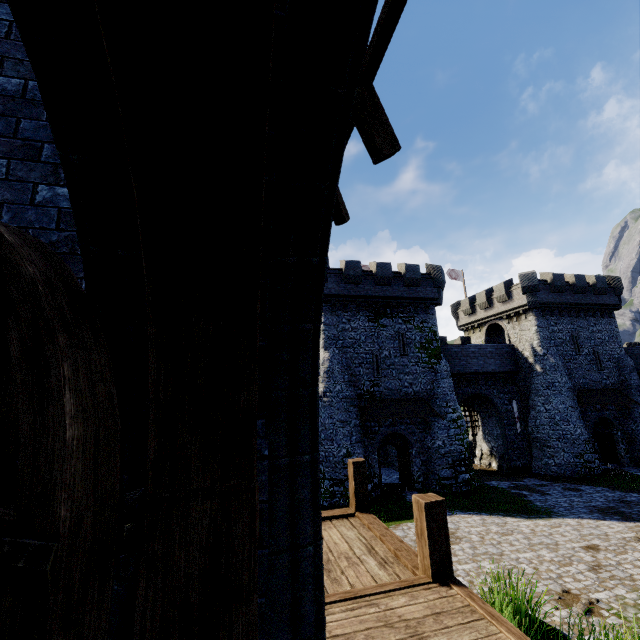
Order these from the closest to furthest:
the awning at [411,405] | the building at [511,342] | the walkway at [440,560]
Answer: the walkway at [440,560] < the awning at [411,405] < the building at [511,342]

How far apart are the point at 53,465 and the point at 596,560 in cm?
1807

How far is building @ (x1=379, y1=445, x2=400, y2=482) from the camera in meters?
26.4 m

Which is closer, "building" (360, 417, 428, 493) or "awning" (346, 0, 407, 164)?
"awning" (346, 0, 407, 164)

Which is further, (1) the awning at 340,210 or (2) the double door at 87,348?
(1) the awning at 340,210

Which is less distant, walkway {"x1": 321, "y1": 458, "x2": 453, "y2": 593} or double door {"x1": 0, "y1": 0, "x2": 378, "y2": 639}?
double door {"x1": 0, "y1": 0, "x2": 378, "y2": 639}

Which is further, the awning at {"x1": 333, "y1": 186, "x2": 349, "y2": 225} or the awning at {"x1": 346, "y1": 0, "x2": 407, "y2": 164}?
the awning at {"x1": 333, "y1": 186, "x2": 349, "y2": 225}

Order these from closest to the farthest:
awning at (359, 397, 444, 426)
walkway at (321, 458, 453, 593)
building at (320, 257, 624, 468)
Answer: walkway at (321, 458, 453, 593) < awning at (359, 397, 444, 426) < building at (320, 257, 624, 468)
